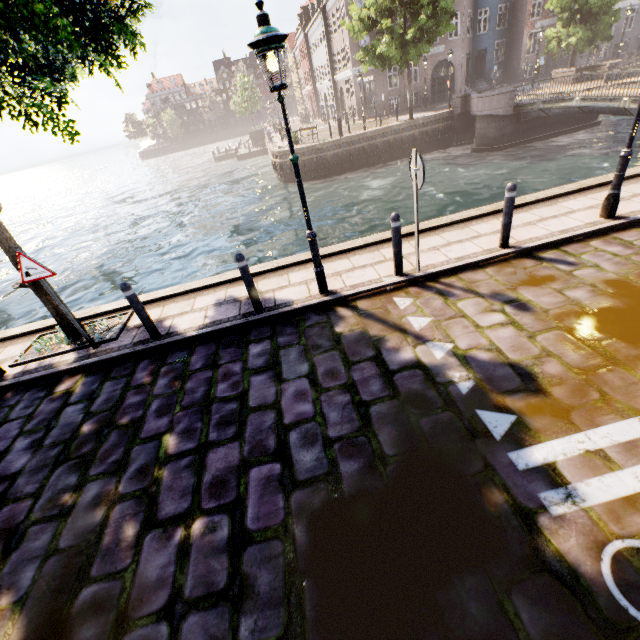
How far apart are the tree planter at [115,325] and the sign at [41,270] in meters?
1.4

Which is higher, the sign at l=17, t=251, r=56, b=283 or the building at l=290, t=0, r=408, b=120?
the building at l=290, t=0, r=408, b=120

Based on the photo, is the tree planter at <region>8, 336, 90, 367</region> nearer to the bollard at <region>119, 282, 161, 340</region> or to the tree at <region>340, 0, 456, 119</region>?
the tree at <region>340, 0, 456, 119</region>

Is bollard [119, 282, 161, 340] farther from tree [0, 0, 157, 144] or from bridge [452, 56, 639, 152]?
bridge [452, 56, 639, 152]

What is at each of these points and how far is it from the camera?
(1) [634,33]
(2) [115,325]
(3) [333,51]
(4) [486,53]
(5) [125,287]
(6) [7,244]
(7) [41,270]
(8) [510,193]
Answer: (1) building, 31.91m
(2) tree planter, 6.40m
(3) building, 36.28m
(4) building, 32.44m
(5) bollard, 5.07m
(6) tree, 5.24m
(7) sign, 4.92m
(8) bollard, 5.29m

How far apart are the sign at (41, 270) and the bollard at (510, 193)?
7.38m

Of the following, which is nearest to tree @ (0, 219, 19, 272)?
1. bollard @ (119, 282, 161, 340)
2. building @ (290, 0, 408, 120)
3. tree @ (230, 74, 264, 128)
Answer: bollard @ (119, 282, 161, 340)

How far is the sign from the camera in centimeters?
479cm
